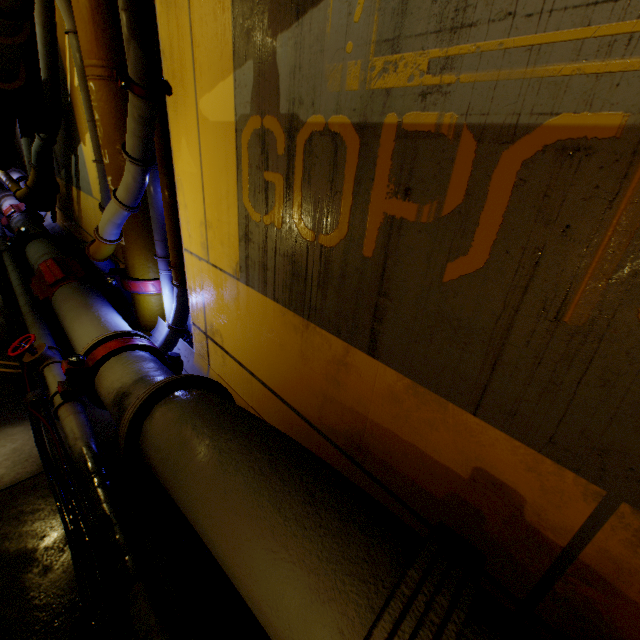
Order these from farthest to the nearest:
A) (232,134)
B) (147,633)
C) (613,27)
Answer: (232,134), (147,633), (613,27)

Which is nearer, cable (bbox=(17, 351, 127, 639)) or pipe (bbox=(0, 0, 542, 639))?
pipe (bbox=(0, 0, 542, 639))

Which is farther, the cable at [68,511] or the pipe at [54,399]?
the cable at [68,511]

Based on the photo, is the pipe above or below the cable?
above

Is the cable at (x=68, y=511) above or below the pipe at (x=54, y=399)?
below
